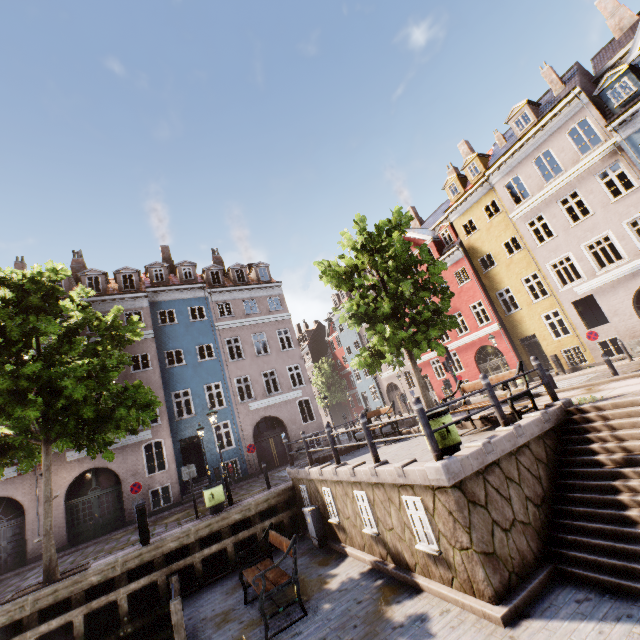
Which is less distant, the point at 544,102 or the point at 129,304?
the point at 544,102

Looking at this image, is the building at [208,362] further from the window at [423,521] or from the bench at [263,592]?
the window at [423,521]

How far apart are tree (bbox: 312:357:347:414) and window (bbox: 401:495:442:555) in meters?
38.8 m

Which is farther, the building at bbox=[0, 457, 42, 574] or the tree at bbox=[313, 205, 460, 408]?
the building at bbox=[0, 457, 42, 574]

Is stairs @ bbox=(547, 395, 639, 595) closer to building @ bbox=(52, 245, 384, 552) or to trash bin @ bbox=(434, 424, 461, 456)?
trash bin @ bbox=(434, 424, 461, 456)

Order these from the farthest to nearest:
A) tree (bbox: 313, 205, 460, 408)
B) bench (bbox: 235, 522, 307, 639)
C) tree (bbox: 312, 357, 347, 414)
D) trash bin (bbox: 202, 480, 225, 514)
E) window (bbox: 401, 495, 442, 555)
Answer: tree (bbox: 312, 357, 347, 414)
tree (bbox: 313, 205, 460, 408)
trash bin (bbox: 202, 480, 225, 514)
bench (bbox: 235, 522, 307, 639)
window (bbox: 401, 495, 442, 555)

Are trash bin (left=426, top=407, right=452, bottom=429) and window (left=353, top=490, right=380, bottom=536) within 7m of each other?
yes

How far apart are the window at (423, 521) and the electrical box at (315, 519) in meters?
4.5
